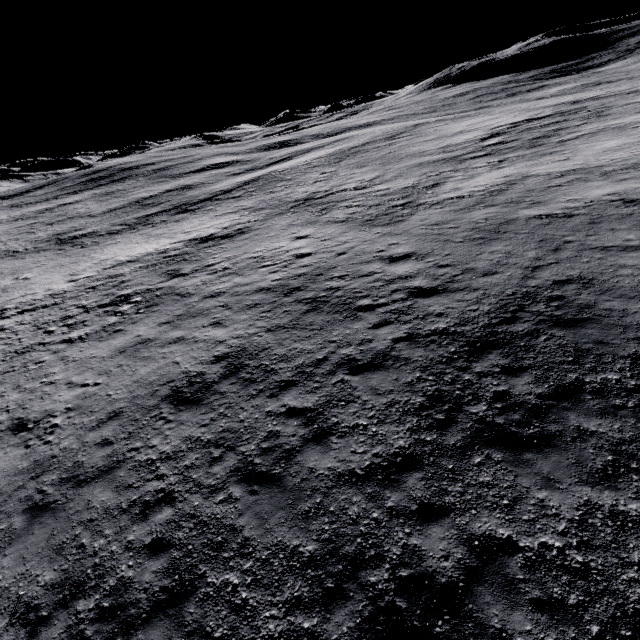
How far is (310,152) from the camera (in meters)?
53.91
